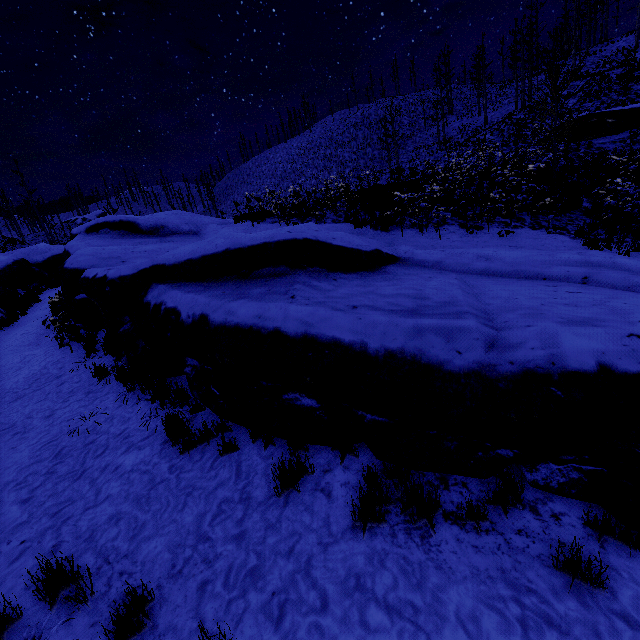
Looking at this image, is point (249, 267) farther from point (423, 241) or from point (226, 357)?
point (423, 241)

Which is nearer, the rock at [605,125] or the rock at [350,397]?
the rock at [350,397]

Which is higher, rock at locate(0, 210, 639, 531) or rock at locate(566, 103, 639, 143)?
rock at locate(566, 103, 639, 143)

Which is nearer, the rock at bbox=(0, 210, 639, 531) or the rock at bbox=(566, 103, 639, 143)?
the rock at bbox=(0, 210, 639, 531)

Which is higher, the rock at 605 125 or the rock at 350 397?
the rock at 605 125
